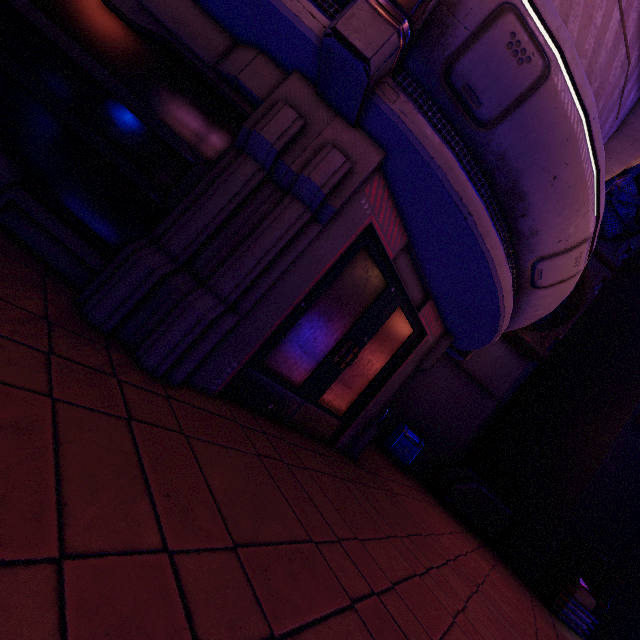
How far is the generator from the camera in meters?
10.0

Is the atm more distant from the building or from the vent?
the vent

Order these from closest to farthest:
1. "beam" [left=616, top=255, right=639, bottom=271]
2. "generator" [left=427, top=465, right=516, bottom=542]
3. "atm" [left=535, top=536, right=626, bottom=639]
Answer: "atm" [left=535, top=536, right=626, bottom=639]
"generator" [left=427, top=465, right=516, bottom=542]
"beam" [left=616, top=255, right=639, bottom=271]

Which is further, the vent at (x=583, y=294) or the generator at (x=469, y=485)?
the vent at (x=583, y=294)

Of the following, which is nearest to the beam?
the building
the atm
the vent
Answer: the building

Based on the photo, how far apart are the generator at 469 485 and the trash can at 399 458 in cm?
109

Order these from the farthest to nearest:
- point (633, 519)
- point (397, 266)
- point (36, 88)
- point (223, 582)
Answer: point (633, 519), point (397, 266), point (36, 88), point (223, 582)

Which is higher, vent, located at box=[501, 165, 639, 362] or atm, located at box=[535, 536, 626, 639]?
vent, located at box=[501, 165, 639, 362]
